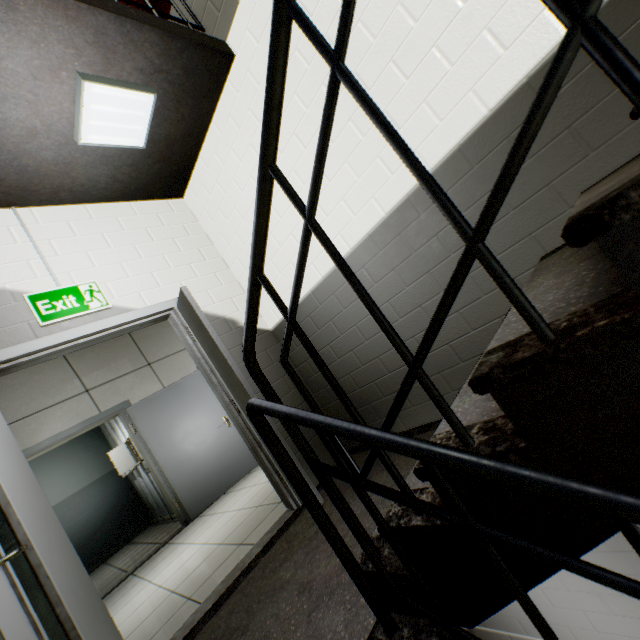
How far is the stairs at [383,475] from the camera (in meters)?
2.09

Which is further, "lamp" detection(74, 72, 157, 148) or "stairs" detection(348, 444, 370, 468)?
"stairs" detection(348, 444, 370, 468)

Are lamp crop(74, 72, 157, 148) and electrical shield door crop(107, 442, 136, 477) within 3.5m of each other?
no

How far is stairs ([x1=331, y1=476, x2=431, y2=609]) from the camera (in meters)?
1.08

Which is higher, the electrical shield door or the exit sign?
the exit sign

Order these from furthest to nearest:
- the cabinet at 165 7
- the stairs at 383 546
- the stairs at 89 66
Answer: the cabinet at 165 7, the stairs at 89 66, the stairs at 383 546

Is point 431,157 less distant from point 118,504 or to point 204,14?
point 204,14
